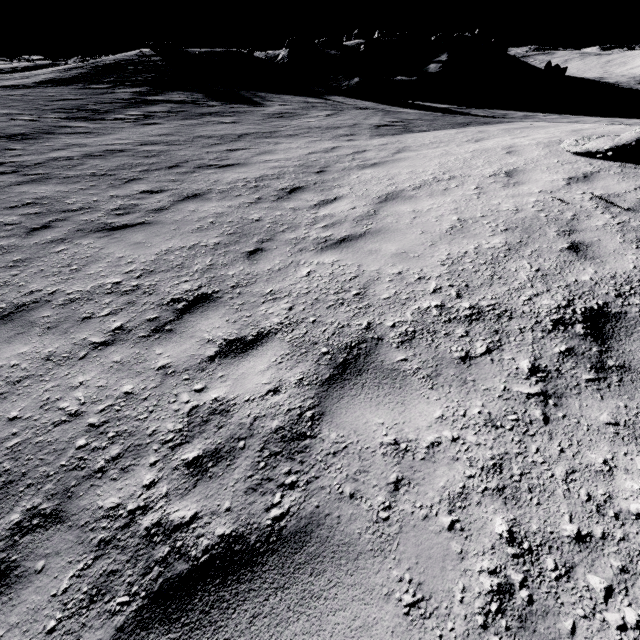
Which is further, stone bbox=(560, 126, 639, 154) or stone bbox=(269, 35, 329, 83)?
stone bbox=(269, 35, 329, 83)

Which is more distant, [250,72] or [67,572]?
[250,72]

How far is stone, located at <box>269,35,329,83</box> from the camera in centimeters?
2741cm

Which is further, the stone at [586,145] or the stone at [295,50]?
the stone at [295,50]

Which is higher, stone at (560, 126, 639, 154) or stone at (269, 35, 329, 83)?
stone at (269, 35, 329, 83)

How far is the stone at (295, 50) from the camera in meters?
27.4 m
